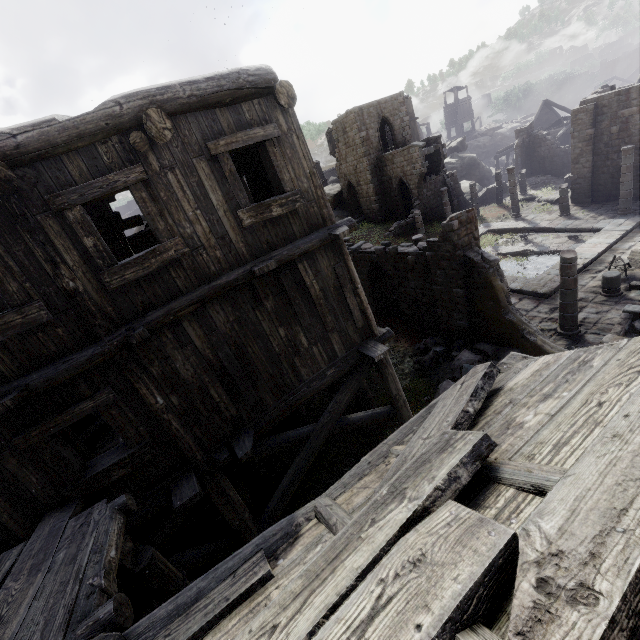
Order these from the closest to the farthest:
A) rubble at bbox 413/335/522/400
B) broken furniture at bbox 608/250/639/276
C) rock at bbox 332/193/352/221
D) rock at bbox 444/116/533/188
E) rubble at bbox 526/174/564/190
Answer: rubble at bbox 413/335/522/400
broken furniture at bbox 608/250/639/276
rubble at bbox 526/174/564/190
rock at bbox 332/193/352/221
rock at bbox 444/116/533/188

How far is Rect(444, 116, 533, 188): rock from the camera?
39.72m

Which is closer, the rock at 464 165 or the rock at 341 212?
the rock at 341 212

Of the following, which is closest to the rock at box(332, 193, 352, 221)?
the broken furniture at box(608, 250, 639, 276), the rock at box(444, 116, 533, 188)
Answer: the rock at box(444, 116, 533, 188)

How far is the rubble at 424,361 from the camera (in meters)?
11.30

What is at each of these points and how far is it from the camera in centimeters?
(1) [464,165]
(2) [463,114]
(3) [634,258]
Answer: (1) rock, 3978cm
(2) building, 5931cm
(3) broken furniture, 1495cm

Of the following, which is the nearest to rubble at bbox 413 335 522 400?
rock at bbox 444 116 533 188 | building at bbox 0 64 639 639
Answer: building at bbox 0 64 639 639

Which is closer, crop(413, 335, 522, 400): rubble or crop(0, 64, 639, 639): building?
crop(0, 64, 639, 639): building
